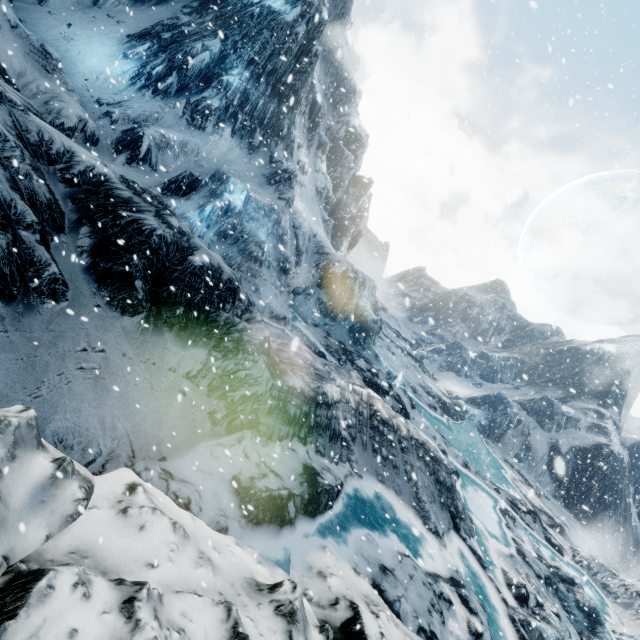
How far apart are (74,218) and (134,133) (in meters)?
13.67
